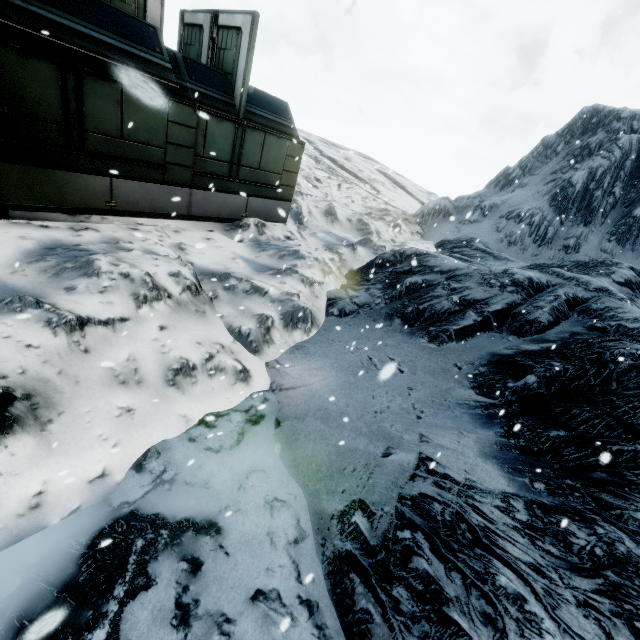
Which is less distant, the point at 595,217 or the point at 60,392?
the point at 60,392
